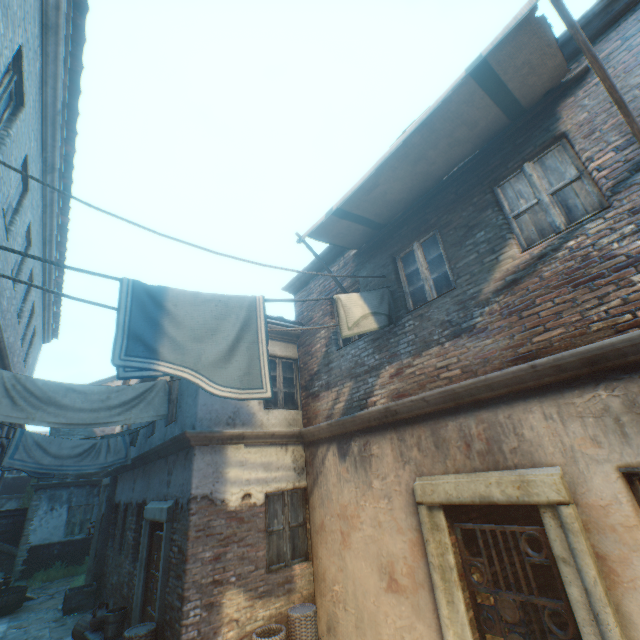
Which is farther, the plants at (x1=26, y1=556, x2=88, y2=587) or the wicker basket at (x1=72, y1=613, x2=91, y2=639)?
the plants at (x1=26, y1=556, x2=88, y2=587)

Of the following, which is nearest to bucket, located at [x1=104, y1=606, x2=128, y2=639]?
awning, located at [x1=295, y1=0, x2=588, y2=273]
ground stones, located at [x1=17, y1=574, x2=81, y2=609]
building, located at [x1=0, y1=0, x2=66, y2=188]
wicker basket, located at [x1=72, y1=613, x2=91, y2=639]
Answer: building, located at [x1=0, y1=0, x2=66, y2=188]

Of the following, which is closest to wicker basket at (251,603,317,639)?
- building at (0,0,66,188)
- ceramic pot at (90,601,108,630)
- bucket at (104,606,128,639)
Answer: building at (0,0,66,188)

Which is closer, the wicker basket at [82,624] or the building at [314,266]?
the wicker basket at [82,624]

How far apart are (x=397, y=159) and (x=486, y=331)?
2.8m

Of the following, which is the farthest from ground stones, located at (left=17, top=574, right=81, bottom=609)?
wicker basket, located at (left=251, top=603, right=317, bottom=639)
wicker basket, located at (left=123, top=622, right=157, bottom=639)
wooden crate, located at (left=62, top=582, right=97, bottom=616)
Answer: wicker basket, located at (left=251, top=603, right=317, bottom=639)

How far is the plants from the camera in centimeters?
1361cm

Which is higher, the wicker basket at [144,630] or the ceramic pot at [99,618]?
the wicker basket at [144,630]
